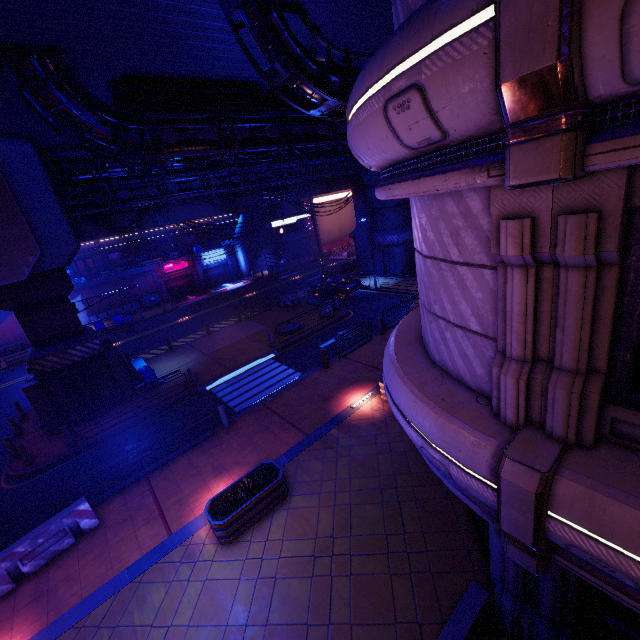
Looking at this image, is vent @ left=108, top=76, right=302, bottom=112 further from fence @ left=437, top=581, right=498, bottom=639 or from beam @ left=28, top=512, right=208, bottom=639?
fence @ left=437, top=581, right=498, bottom=639

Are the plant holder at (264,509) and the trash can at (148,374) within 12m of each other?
yes

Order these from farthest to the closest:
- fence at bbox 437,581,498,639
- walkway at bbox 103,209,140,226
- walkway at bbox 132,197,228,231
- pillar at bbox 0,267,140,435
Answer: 1. walkway at bbox 132,197,228,231
2. walkway at bbox 103,209,140,226
3. pillar at bbox 0,267,140,435
4. fence at bbox 437,581,498,639

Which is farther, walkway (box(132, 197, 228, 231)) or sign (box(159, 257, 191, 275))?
sign (box(159, 257, 191, 275))

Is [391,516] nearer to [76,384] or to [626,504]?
[626,504]

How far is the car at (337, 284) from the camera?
25.81m

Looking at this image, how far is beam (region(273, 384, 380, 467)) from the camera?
10.96m

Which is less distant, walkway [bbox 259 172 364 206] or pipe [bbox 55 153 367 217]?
pipe [bbox 55 153 367 217]
